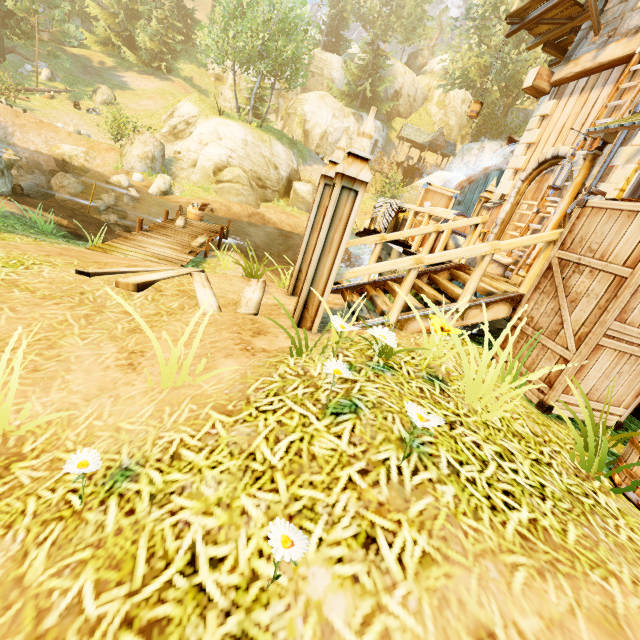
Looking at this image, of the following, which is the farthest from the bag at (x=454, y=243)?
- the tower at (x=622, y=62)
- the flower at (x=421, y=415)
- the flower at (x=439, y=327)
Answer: the flower at (x=421, y=415)

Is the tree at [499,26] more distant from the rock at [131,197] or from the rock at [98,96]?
the rock at [131,197]

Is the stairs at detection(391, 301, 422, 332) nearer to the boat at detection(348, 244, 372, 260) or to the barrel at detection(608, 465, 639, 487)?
the barrel at detection(608, 465, 639, 487)

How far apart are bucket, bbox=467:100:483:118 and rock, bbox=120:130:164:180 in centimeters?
1809cm

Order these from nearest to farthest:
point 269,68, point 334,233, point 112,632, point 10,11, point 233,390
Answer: point 112,632
point 233,390
point 334,233
point 269,68
point 10,11

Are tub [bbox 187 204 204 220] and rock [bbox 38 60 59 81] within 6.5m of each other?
no

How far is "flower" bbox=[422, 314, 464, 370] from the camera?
2.26m

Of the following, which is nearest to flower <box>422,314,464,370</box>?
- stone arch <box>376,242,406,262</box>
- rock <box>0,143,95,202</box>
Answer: stone arch <box>376,242,406,262</box>
